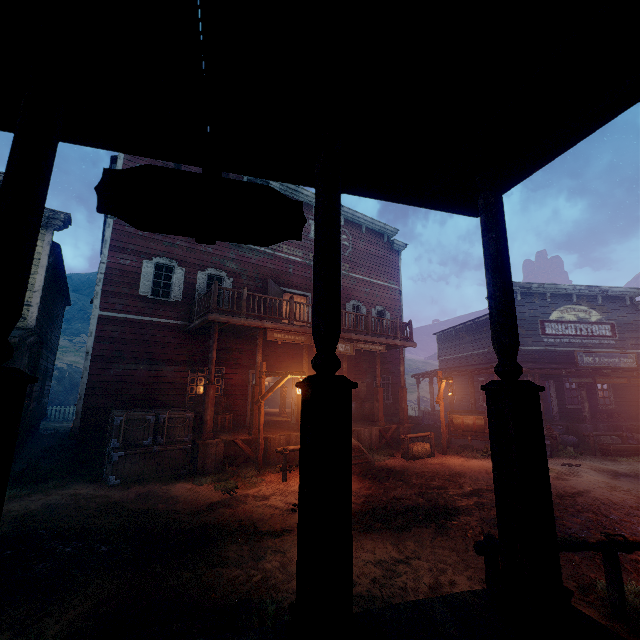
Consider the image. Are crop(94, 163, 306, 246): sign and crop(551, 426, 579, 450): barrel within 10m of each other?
no

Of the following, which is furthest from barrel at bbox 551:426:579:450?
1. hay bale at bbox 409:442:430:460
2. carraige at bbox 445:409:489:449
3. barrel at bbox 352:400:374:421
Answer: barrel at bbox 352:400:374:421

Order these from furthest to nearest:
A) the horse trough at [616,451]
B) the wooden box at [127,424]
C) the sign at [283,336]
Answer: the horse trough at [616,451] < the sign at [283,336] < the wooden box at [127,424]

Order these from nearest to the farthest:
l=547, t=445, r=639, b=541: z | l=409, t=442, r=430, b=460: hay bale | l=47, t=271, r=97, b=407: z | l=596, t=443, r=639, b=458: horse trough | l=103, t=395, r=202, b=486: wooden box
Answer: l=547, t=445, r=639, b=541: z → l=103, t=395, r=202, b=486: wooden box → l=409, t=442, r=430, b=460: hay bale → l=596, t=443, r=639, b=458: horse trough → l=47, t=271, r=97, b=407: z

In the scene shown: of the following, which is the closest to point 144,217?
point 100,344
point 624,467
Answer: point 100,344

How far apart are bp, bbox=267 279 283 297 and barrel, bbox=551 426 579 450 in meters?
13.0

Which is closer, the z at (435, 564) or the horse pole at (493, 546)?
the horse pole at (493, 546)

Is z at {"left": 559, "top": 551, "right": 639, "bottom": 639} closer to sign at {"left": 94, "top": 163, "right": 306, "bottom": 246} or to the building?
the building
